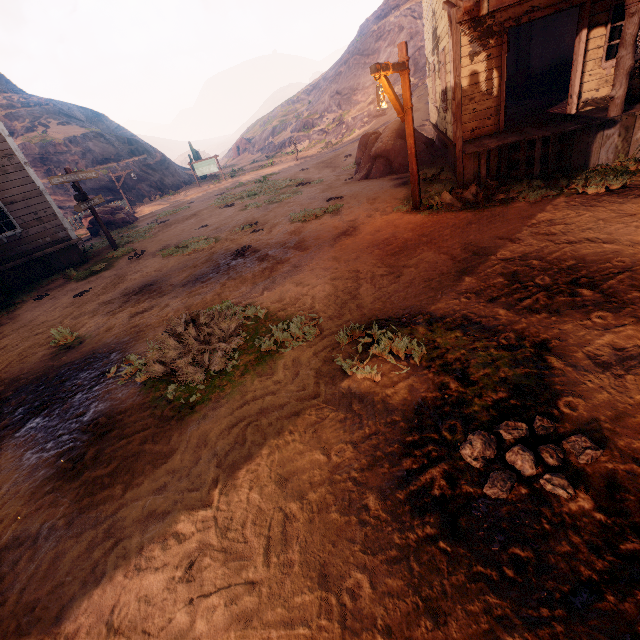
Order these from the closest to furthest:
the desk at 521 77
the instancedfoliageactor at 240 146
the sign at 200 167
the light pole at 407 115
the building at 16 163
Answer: the light pole at 407 115 → the building at 16 163 → the desk at 521 77 → the sign at 200 167 → the instancedfoliageactor at 240 146

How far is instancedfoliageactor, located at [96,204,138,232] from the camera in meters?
19.0 m

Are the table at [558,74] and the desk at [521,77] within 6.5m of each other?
yes

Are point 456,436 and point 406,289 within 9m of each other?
yes

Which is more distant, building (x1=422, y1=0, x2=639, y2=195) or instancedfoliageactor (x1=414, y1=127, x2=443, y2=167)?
instancedfoliageactor (x1=414, y1=127, x2=443, y2=167)

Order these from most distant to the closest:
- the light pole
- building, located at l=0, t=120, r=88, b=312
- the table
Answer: the table < building, located at l=0, t=120, r=88, b=312 < the light pole

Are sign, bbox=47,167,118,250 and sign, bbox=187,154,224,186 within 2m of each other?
no

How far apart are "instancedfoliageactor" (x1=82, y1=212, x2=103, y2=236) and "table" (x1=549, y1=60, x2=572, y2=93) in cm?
2260
